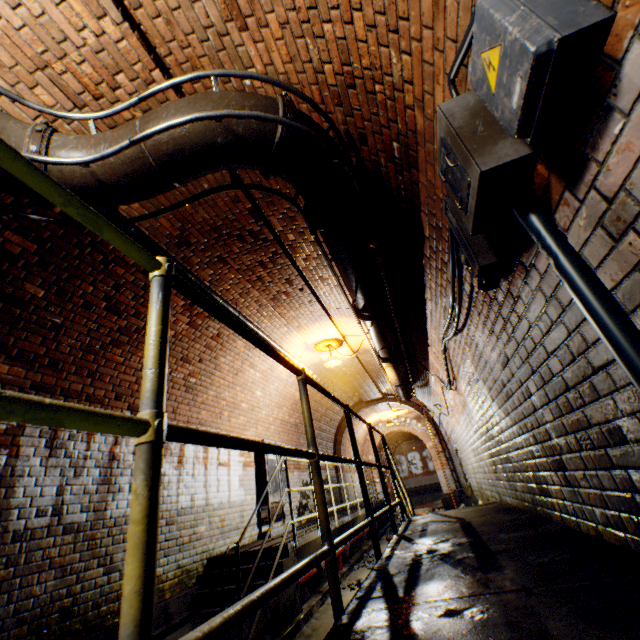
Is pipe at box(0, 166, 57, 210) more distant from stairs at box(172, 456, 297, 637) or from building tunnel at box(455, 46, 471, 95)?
stairs at box(172, 456, 297, 637)

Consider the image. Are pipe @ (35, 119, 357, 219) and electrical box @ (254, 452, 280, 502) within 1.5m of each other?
no

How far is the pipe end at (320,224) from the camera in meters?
2.8 m

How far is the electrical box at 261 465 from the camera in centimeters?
702cm

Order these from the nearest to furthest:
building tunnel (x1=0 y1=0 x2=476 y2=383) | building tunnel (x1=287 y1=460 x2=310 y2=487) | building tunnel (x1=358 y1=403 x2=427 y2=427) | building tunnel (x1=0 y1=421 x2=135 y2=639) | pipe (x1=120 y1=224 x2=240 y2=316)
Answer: building tunnel (x1=0 y1=0 x2=476 y2=383) < building tunnel (x1=0 y1=421 x2=135 y2=639) < pipe (x1=120 y1=224 x2=240 y2=316) < building tunnel (x1=287 y1=460 x2=310 y2=487) < building tunnel (x1=358 y1=403 x2=427 y2=427)

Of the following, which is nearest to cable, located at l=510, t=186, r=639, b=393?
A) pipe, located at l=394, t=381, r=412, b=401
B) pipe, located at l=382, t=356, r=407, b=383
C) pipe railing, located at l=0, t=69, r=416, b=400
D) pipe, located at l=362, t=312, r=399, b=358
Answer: pipe railing, located at l=0, t=69, r=416, b=400

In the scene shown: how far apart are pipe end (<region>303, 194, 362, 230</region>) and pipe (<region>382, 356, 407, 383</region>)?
4.0 meters

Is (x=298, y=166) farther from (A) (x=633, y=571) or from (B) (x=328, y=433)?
(B) (x=328, y=433)
